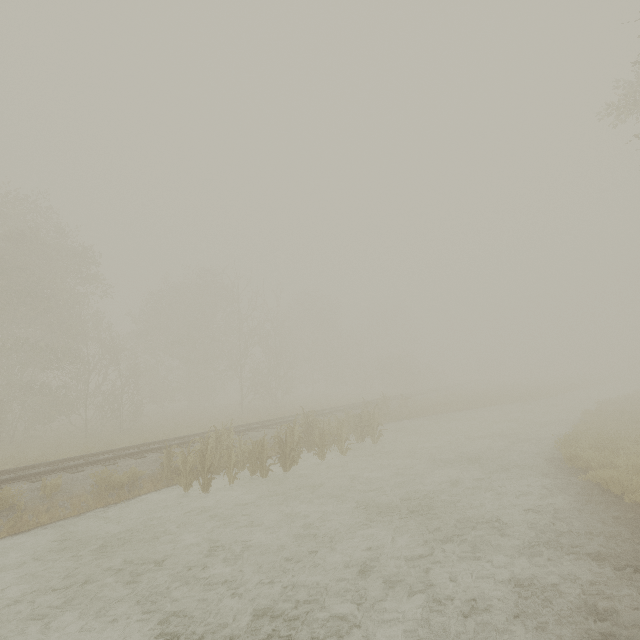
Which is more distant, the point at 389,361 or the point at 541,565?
the point at 389,361
